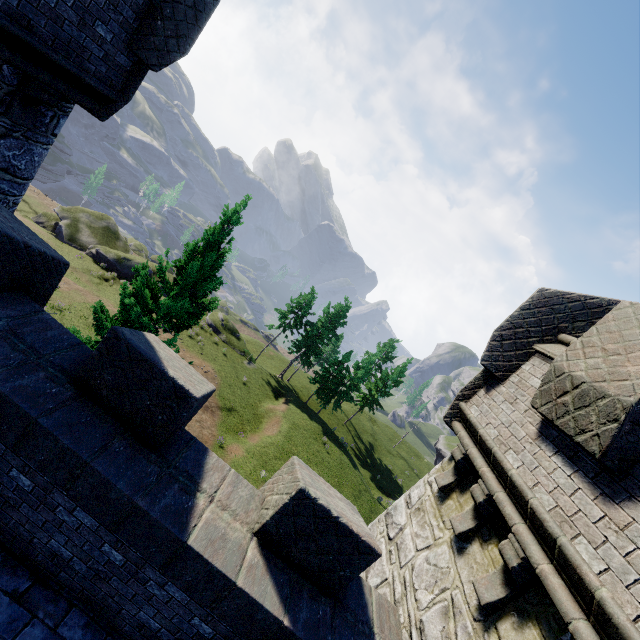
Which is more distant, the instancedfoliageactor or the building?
the instancedfoliageactor

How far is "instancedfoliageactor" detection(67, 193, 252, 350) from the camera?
9.7 meters

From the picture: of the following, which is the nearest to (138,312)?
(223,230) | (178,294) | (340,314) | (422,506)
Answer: (178,294)

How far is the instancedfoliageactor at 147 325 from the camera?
9.73m

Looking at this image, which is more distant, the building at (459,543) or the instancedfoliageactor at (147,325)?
the instancedfoliageactor at (147,325)
